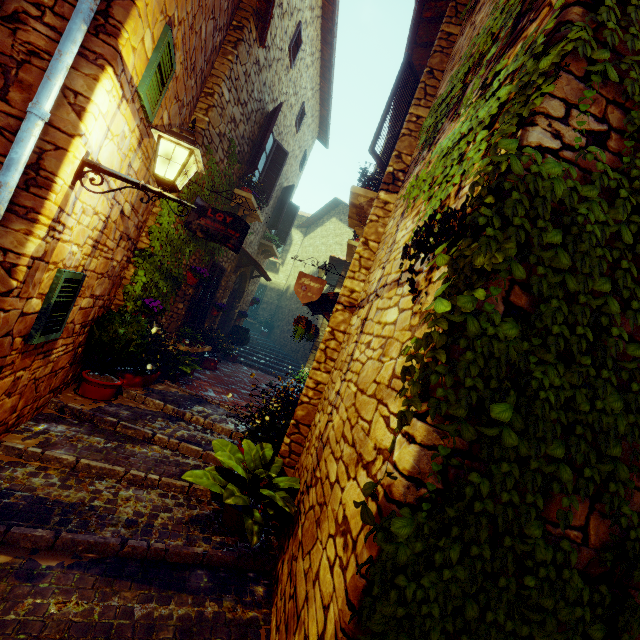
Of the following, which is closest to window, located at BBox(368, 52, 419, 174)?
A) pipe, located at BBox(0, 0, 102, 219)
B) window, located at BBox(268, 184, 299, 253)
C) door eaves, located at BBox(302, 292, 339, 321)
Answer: door eaves, located at BBox(302, 292, 339, 321)

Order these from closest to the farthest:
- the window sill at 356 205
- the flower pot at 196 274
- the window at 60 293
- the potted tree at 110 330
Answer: the window at 60 293
the potted tree at 110 330
the window sill at 356 205
the flower pot at 196 274

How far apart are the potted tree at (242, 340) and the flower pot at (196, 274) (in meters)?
4.14

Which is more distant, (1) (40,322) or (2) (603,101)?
(1) (40,322)

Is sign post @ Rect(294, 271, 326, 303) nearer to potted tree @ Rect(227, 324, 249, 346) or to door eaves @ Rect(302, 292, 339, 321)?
door eaves @ Rect(302, 292, 339, 321)

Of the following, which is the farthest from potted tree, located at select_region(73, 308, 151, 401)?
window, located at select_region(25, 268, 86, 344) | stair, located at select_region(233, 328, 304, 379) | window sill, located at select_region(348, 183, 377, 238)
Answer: stair, located at select_region(233, 328, 304, 379)

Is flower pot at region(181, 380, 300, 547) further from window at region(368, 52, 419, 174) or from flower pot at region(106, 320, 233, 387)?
window at region(368, 52, 419, 174)

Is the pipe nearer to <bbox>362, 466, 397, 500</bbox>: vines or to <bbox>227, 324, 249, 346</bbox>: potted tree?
<bbox>362, 466, 397, 500</bbox>: vines
